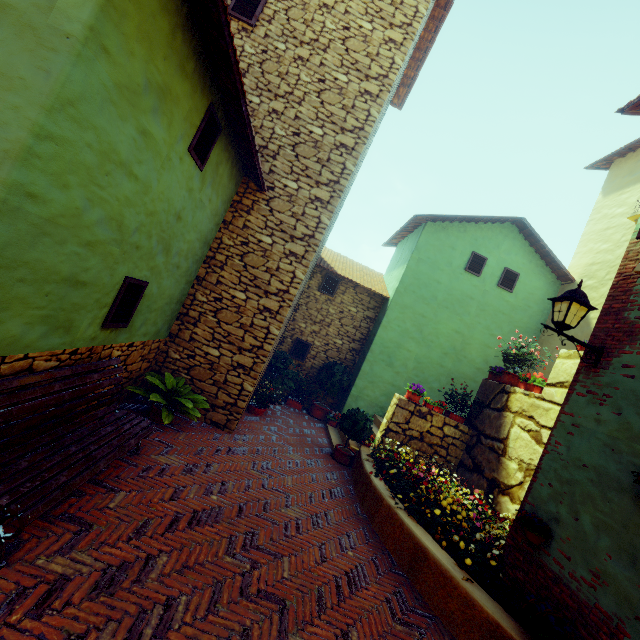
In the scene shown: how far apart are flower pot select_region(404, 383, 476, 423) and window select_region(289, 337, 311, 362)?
4.0 meters

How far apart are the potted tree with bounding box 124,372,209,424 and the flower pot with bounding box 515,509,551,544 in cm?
484

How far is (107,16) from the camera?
2.4 meters

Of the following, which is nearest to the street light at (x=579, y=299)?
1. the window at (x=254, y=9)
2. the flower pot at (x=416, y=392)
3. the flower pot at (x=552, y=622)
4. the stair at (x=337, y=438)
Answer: the window at (x=254, y=9)

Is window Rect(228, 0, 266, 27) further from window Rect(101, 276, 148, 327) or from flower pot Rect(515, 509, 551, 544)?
flower pot Rect(515, 509, 551, 544)

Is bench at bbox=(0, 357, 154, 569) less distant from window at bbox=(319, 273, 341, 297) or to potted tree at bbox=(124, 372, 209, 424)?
potted tree at bbox=(124, 372, 209, 424)

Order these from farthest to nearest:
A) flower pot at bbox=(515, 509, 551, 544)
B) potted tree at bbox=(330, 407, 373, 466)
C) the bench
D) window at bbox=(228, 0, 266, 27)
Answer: potted tree at bbox=(330, 407, 373, 466)
window at bbox=(228, 0, 266, 27)
flower pot at bbox=(515, 509, 551, 544)
the bench

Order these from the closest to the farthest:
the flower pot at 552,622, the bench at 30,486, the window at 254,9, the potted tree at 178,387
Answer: the bench at 30,486 → the flower pot at 552,622 → the potted tree at 178,387 → the window at 254,9
